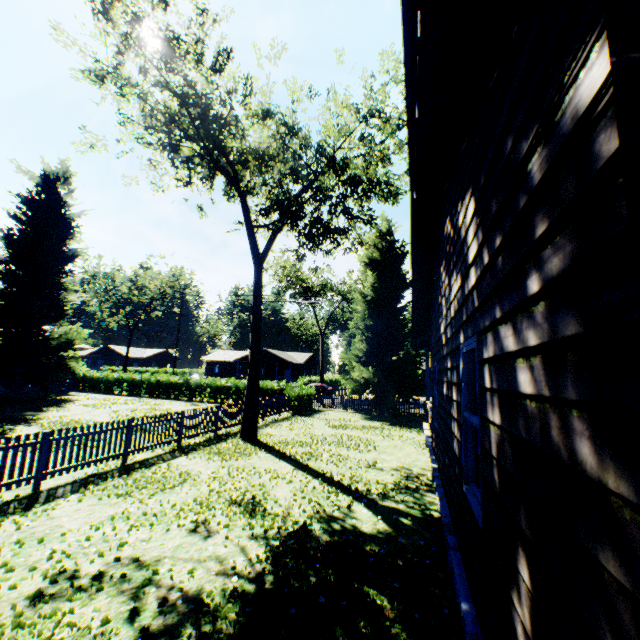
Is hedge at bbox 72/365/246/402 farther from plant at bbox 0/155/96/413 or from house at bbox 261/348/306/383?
house at bbox 261/348/306/383

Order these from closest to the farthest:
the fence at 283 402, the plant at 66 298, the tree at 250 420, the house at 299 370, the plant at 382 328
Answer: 1. the tree at 250 420
2. the fence at 283 402
3. the plant at 382 328
4. the plant at 66 298
5. the house at 299 370

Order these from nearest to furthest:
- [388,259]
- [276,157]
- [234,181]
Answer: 1. [276,157]
2. [234,181]
3. [388,259]

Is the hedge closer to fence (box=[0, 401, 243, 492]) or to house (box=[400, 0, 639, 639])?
fence (box=[0, 401, 243, 492])

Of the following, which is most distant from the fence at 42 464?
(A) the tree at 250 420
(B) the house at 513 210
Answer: (B) the house at 513 210

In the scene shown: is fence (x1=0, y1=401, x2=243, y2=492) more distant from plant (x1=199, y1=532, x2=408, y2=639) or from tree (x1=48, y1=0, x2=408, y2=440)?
tree (x1=48, y1=0, x2=408, y2=440)

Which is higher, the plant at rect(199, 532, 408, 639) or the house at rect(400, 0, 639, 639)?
the house at rect(400, 0, 639, 639)

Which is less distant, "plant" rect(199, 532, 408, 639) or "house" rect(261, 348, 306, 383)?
"plant" rect(199, 532, 408, 639)
